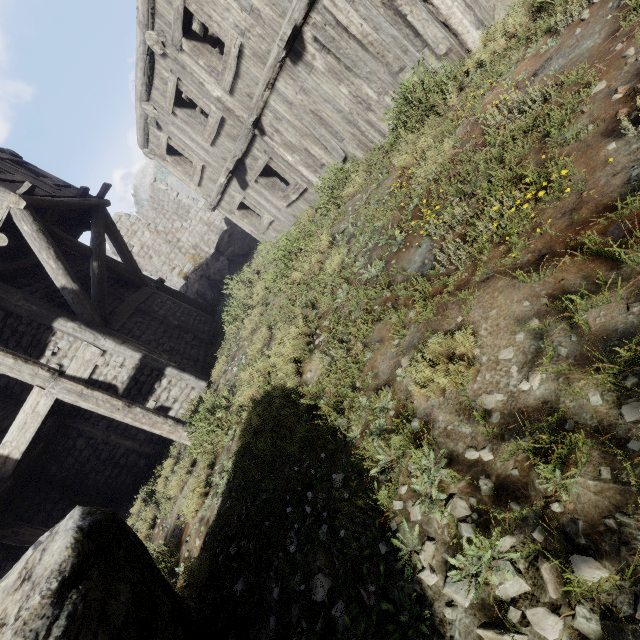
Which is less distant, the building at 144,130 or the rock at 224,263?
the building at 144,130

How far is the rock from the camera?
17.5 meters

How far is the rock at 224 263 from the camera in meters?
17.5 m

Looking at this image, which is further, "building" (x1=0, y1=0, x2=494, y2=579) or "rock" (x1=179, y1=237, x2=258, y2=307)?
"rock" (x1=179, y1=237, x2=258, y2=307)

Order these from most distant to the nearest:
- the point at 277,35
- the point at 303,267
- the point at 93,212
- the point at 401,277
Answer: the point at 93,212 → the point at 303,267 → the point at 277,35 → the point at 401,277
